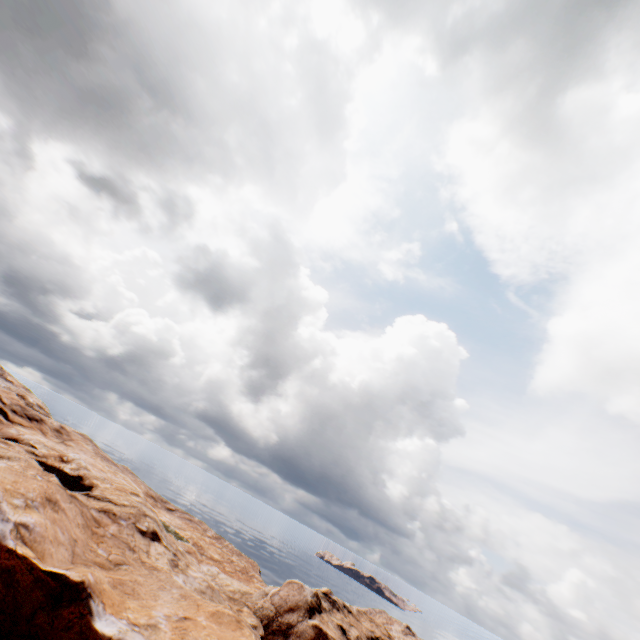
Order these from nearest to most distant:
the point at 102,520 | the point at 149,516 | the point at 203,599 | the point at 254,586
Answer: the point at 203,599 < the point at 102,520 < the point at 149,516 < the point at 254,586
